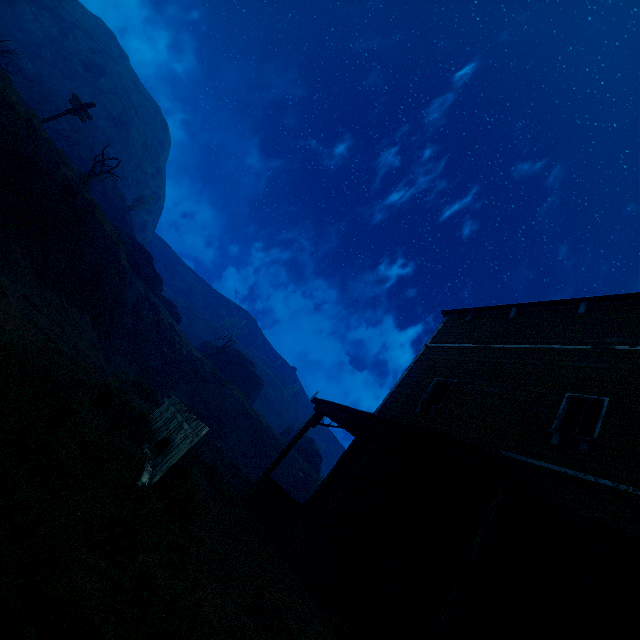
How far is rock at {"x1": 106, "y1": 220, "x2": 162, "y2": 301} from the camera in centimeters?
2354cm

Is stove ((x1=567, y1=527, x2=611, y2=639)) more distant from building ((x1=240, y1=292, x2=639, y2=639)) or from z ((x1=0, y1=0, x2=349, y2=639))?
z ((x1=0, y1=0, x2=349, y2=639))

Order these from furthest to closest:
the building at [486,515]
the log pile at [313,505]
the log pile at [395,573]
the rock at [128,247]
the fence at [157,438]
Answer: the rock at [128,247], the log pile at [313,505], the log pile at [395,573], the building at [486,515], the fence at [157,438]

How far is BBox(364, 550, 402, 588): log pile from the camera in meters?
6.7

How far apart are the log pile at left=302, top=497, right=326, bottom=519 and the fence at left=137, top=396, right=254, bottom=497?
5.0m

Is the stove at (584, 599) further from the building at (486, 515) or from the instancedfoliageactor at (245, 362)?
the instancedfoliageactor at (245, 362)

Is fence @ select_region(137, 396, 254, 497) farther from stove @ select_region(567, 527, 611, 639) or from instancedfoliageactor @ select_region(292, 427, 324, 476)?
instancedfoliageactor @ select_region(292, 427, 324, 476)

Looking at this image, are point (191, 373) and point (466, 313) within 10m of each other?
no
